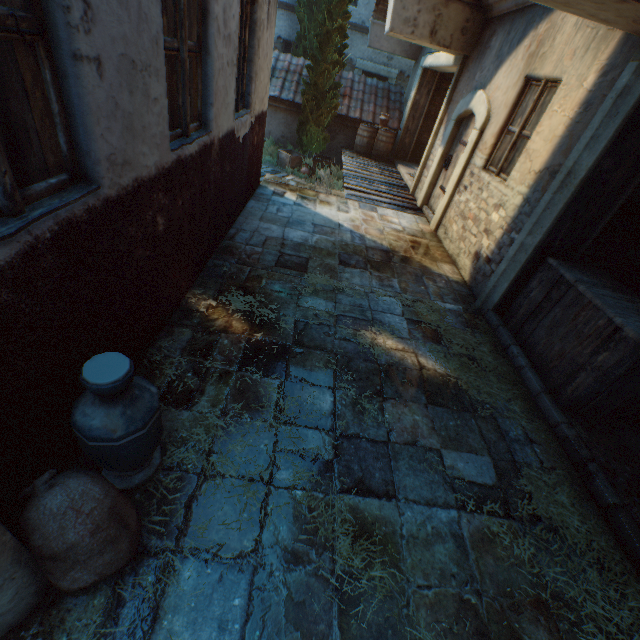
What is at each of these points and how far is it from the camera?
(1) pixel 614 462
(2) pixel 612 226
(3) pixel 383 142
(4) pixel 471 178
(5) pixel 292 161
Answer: (1) building, 2.89m
(2) shelf, 3.89m
(3) barrel, 11.65m
(4) building, 5.98m
(5) wooden crate, 11.61m

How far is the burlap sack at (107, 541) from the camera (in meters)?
1.41

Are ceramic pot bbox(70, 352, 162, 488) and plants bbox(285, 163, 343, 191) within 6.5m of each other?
no

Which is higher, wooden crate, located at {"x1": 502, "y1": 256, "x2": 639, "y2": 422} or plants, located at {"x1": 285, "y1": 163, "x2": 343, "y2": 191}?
wooden crate, located at {"x1": 502, "y1": 256, "x2": 639, "y2": 422}

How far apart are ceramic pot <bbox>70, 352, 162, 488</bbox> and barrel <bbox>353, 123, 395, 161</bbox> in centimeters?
1219cm

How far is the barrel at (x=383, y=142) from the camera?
11.5 meters

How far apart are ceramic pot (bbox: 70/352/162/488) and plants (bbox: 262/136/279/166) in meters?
12.2

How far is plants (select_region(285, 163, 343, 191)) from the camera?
10.0m
